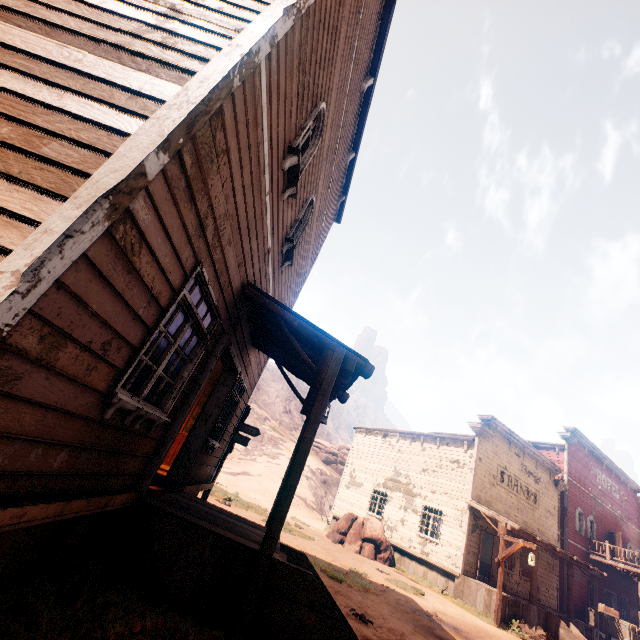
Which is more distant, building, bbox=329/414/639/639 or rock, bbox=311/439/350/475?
rock, bbox=311/439/350/475

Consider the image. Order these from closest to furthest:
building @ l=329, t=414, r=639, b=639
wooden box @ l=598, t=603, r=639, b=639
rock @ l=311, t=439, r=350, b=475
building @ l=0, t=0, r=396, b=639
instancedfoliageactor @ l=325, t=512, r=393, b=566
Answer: building @ l=0, t=0, r=396, b=639
building @ l=329, t=414, r=639, b=639
instancedfoliageactor @ l=325, t=512, r=393, b=566
wooden box @ l=598, t=603, r=639, b=639
rock @ l=311, t=439, r=350, b=475

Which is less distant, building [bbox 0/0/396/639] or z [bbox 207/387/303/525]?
building [bbox 0/0/396/639]

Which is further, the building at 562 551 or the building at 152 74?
the building at 562 551

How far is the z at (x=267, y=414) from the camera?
15.3m

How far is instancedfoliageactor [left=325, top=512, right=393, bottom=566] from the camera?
Result: 16.11m

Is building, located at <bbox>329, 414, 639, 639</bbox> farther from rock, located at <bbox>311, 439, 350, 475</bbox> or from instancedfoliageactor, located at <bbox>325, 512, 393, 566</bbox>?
rock, located at <bbox>311, 439, 350, 475</bbox>

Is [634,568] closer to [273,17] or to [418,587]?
[418,587]
